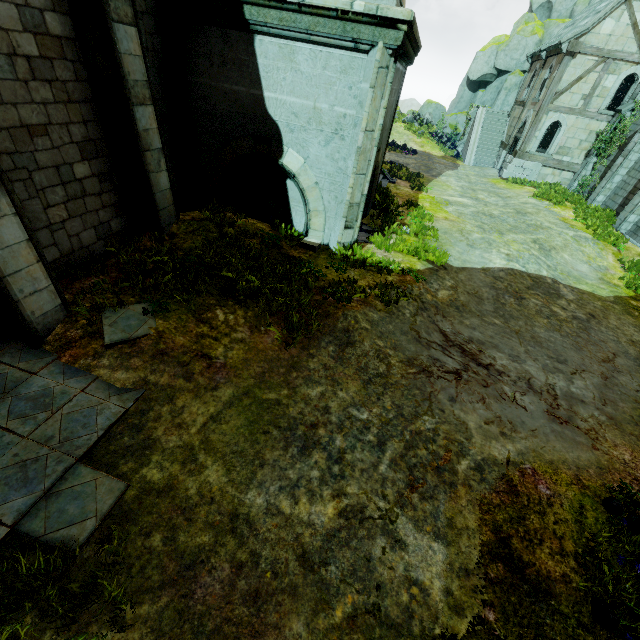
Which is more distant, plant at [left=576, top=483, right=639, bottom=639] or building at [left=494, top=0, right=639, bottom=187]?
building at [left=494, top=0, right=639, bottom=187]

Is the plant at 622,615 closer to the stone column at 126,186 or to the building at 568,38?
the stone column at 126,186

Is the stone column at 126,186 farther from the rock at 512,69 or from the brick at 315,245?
the rock at 512,69

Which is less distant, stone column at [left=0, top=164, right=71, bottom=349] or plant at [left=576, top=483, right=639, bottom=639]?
plant at [left=576, top=483, right=639, bottom=639]

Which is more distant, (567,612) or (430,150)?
(430,150)

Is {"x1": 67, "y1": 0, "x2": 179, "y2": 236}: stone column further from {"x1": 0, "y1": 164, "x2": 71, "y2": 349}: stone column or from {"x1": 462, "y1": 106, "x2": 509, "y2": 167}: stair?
{"x1": 462, "y1": 106, "x2": 509, "y2": 167}: stair

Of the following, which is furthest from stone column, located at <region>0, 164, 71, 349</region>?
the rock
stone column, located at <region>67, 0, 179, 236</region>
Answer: the rock

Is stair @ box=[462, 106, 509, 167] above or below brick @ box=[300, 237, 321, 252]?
above
